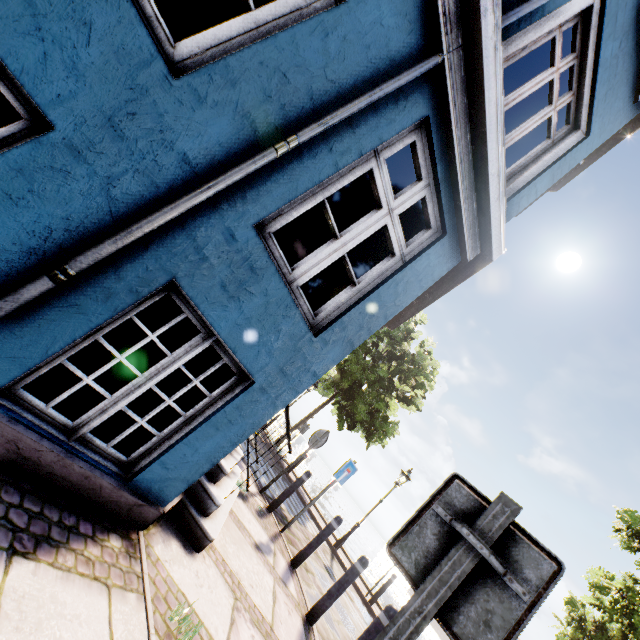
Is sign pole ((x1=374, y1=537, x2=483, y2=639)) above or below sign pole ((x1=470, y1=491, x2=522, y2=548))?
below

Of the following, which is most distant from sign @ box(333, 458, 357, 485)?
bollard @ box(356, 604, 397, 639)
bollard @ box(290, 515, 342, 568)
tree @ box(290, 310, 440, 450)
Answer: tree @ box(290, 310, 440, 450)

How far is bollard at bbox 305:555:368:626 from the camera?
4.4m

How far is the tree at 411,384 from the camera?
14.88m

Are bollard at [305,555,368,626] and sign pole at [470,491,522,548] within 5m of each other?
yes

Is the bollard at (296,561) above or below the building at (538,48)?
below

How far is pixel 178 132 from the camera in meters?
1.8 m

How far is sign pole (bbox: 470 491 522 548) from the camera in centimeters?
131cm
